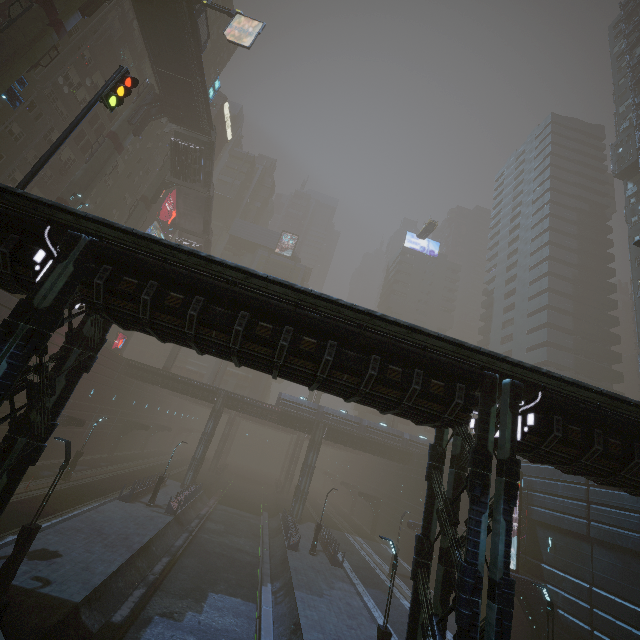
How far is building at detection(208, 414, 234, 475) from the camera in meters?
56.3

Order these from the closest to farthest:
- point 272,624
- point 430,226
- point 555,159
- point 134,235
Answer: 1. point 134,235
2. point 272,624
3. point 430,226
4. point 555,159

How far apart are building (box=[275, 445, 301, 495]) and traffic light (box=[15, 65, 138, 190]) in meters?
55.0

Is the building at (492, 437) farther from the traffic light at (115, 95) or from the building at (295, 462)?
the traffic light at (115, 95)

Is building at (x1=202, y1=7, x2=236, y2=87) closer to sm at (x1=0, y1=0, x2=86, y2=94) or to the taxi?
sm at (x1=0, y1=0, x2=86, y2=94)

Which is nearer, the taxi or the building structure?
the building structure

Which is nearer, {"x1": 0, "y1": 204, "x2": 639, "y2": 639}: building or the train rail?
{"x1": 0, "y1": 204, "x2": 639, "y2": 639}: building

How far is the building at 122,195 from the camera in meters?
42.7
